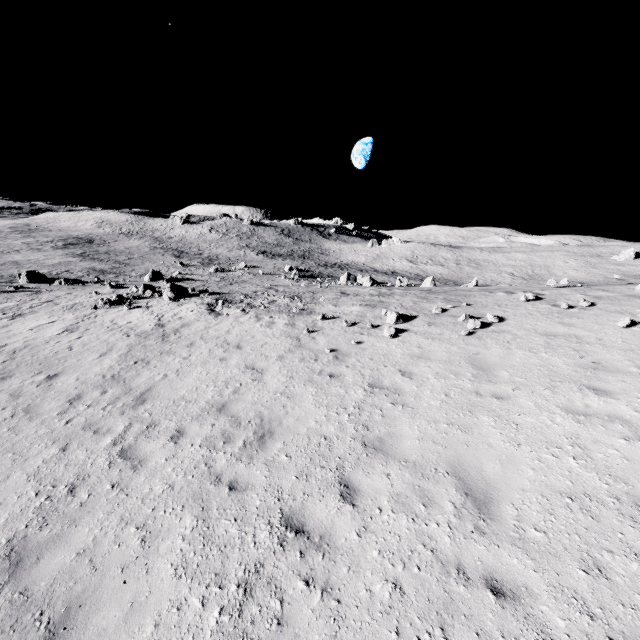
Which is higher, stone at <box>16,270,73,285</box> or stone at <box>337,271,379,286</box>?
stone at <box>337,271,379,286</box>

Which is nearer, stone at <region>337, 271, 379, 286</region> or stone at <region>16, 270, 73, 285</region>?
stone at <region>337, 271, 379, 286</region>

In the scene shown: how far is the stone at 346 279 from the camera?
29.9m

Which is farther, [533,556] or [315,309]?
[315,309]

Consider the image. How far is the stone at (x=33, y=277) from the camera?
30.44m

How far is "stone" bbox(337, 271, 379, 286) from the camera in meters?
29.9 m

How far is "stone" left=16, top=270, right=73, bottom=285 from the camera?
30.44m
